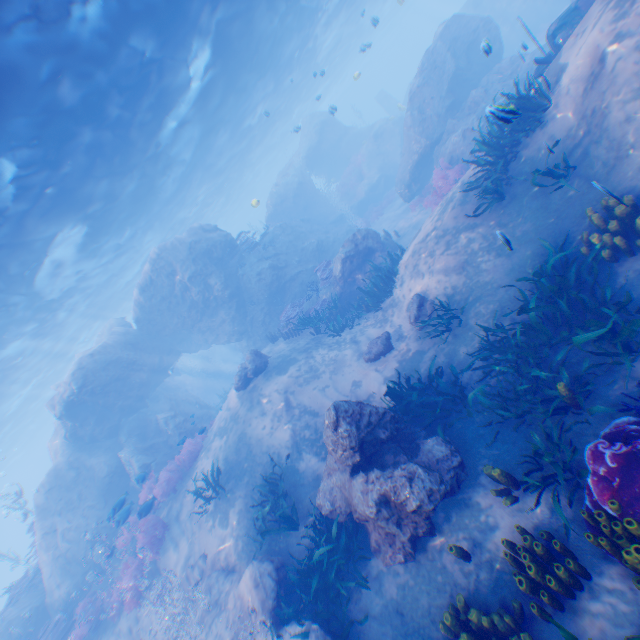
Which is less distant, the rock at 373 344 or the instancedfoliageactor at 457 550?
the instancedfoliageactor at 457 550

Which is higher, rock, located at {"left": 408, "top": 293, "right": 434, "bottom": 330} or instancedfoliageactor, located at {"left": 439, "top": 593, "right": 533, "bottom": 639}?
rock, located at {"left": 408, "top": 293, "right": 434, "bottom": 330}

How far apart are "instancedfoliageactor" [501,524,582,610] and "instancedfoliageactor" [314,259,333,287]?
13.1m

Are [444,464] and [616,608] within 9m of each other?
yes

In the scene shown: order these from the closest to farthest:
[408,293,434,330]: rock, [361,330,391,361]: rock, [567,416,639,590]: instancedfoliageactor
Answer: [567,416,639,590]: instancedfoliageactor, [408,293,434,330]: rock, [361,330,391,361]: rock

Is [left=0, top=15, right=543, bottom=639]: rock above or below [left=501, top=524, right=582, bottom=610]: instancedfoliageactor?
A: above

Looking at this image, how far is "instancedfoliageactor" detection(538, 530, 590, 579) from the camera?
3.9m

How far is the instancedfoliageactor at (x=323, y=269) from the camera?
16.34m
